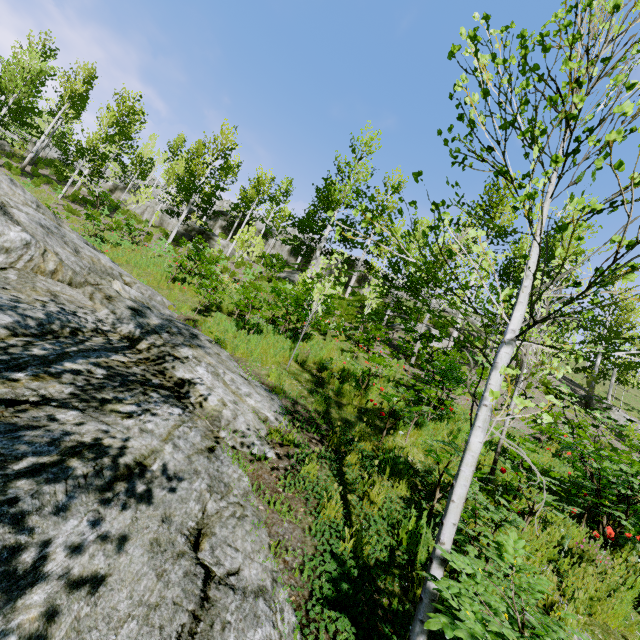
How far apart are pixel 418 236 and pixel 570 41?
15.99m

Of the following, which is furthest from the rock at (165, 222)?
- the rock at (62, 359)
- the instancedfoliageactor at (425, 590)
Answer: the rock at (62, 359)

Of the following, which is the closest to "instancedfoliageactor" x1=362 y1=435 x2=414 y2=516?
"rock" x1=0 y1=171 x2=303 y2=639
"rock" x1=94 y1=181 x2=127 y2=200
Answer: "rock" x1=0 y1=171 x2=303 y2=639

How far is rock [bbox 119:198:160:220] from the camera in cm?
2773

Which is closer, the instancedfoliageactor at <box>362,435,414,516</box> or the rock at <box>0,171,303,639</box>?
the rock at <box>0,171,303,639</box>

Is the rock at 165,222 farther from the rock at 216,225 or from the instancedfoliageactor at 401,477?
the rock at 216,225
